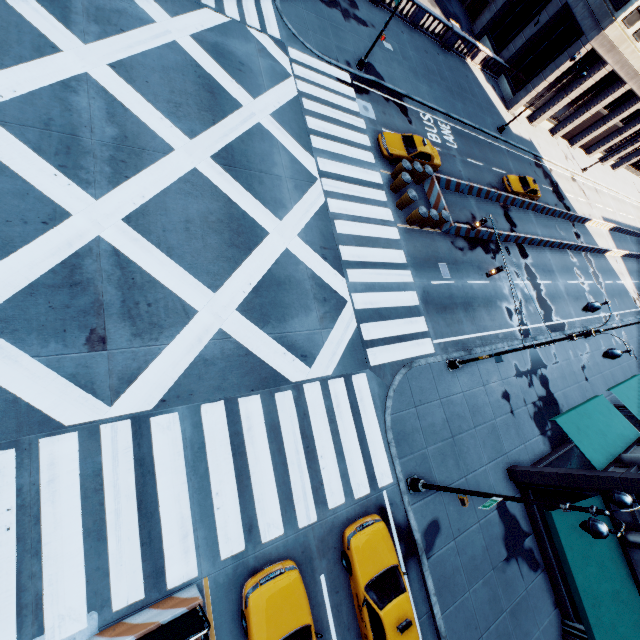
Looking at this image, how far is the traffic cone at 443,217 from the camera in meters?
19.2

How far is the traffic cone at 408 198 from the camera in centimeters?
1906cm

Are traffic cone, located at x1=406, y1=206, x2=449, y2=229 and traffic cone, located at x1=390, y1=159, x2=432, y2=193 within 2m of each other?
no

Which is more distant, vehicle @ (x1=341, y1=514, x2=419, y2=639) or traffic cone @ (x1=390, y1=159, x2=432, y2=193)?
traffic cone @ (x1=390, y1=159, x2=432, y2=193)

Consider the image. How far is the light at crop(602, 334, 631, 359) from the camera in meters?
11.6 m

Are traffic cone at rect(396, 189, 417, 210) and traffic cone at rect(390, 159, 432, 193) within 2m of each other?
yes

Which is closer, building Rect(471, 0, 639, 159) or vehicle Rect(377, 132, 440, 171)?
vehicle Rect(377, 132, 440, 171)

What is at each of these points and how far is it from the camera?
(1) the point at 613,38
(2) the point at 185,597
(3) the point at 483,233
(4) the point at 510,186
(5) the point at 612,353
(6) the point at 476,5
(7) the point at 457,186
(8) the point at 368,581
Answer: (1) building, 29.7m
(2) concrete barrier, 8.8m
(3) concrete barrier, 23.6m
(4) vehicle, 28.5m
(5) light, 11.9m
(6) door, 39.0m
(7) concrete barrier, 23.9m
(8) vehicle, 10.8m
